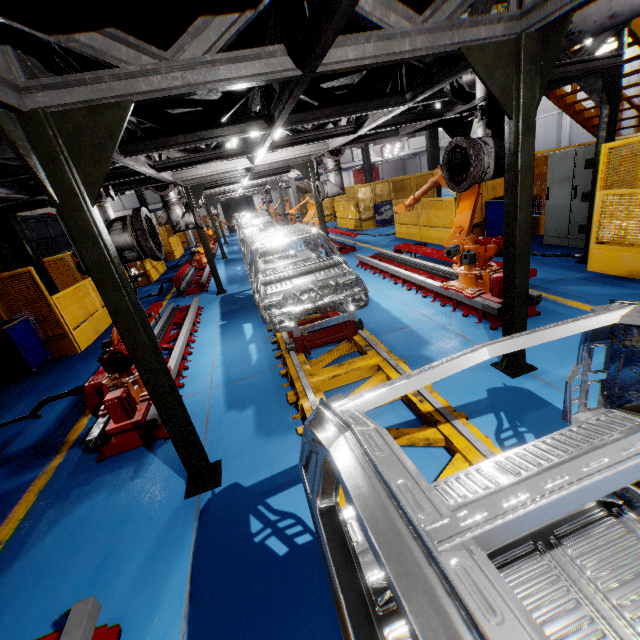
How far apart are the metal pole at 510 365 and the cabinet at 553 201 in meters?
5.0

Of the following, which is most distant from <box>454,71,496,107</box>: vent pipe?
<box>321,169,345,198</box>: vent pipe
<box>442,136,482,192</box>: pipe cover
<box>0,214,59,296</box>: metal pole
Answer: <box>0,214,59,296</box>: metal pole

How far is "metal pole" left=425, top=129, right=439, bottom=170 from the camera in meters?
14.1 m

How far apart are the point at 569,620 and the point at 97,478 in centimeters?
445cm

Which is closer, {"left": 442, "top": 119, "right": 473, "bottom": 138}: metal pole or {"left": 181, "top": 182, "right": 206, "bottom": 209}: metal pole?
{"left": 442, "top": 119, "right": 473, "bottom": 138}: metal pole

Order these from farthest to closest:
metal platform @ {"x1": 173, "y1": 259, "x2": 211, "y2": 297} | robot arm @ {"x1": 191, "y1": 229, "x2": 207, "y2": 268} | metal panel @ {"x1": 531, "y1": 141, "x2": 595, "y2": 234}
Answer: robot arm @ {"x1": 191, "y1": 229, "x2": 207, "y2": 268} < metal platform @ {"x1": 173, "y1": 259, "x2": 211, "y2": 297} < metal panel @ {"x1": 531, "y1": 141, "x2": 595, "y2": 234}

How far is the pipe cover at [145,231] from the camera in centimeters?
334cm

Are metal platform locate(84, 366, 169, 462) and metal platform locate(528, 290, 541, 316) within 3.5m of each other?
no
